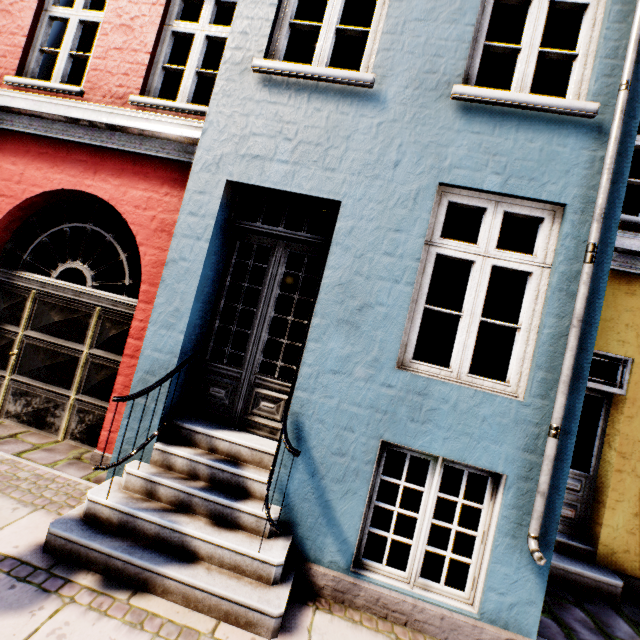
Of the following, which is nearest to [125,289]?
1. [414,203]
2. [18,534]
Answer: [18,534]
